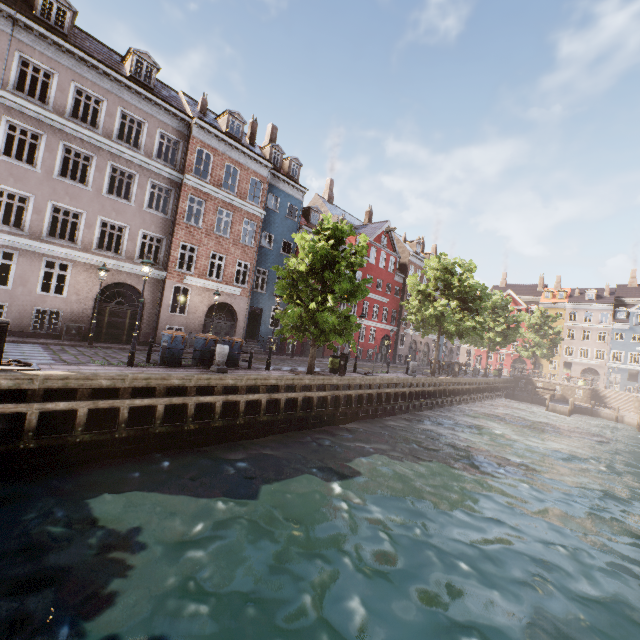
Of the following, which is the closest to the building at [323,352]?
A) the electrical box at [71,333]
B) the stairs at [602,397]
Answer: the electrical box at [71,333]

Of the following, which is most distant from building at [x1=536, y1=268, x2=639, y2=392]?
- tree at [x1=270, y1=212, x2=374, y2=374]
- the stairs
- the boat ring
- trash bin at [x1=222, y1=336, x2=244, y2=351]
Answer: the stairs

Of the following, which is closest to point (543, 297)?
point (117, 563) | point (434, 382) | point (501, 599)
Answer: point (434, 382)

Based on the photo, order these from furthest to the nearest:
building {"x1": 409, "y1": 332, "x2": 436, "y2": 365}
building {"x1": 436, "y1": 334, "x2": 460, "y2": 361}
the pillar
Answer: building {"x1": 436, "y1": 334, "x2": 460, "y2": 361}
building {"x1": 409, "y1": 332, "x2": 436, "y2": 365}
the pillar

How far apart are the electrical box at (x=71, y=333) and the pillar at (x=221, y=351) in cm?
852

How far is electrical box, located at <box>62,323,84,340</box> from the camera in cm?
1580

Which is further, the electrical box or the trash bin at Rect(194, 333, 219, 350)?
the electrical box

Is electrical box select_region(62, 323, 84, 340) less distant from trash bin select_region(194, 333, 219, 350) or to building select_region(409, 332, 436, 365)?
building select_region(409, 332, 436, 365)
